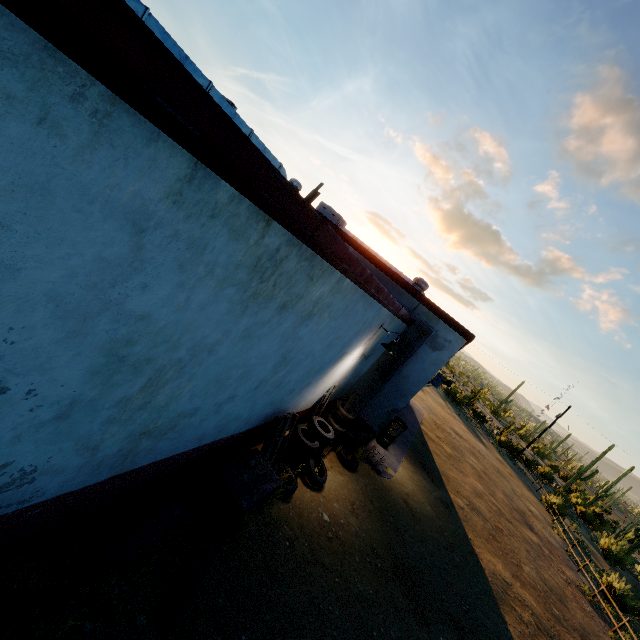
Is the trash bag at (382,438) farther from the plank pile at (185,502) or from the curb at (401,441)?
the plank pile at (185,502)

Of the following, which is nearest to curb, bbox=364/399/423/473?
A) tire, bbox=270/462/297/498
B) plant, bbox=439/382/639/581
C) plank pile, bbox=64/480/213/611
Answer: tire, bbox=270/462/297/498

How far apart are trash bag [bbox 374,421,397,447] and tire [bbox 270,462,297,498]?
5.9m

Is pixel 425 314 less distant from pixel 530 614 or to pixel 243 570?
pixel 243 570

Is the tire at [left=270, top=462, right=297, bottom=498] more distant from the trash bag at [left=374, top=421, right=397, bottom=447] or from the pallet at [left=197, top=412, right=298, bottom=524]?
the trash bag at [left=374, top=421, right=397, bottom=447]

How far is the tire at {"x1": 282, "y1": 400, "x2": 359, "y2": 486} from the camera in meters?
6.9 m

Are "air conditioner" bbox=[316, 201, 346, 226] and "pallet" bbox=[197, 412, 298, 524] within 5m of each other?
no

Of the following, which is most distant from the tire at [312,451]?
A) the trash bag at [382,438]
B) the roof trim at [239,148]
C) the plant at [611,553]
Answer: the plant at [611,553]
